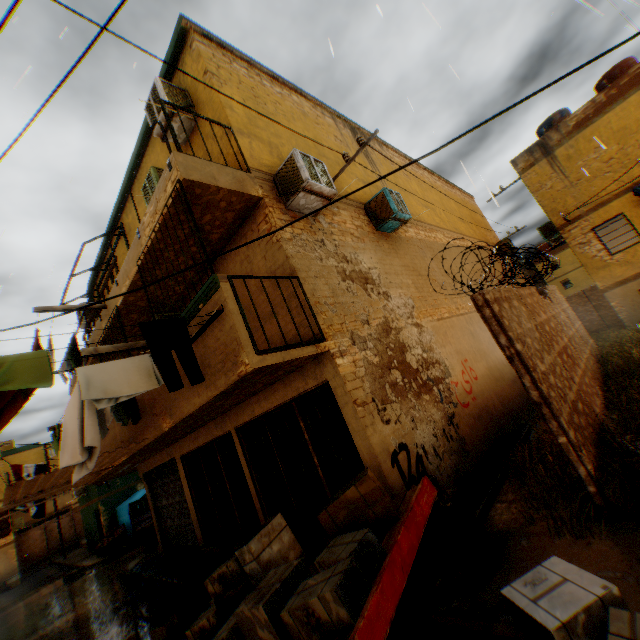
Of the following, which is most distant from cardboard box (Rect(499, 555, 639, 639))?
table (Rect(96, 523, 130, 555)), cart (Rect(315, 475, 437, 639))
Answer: table (Rect(96, 523, 130, 555))

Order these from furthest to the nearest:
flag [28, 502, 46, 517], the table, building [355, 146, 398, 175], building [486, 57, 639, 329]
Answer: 1. the table
2. building [486, 57, 639, 329]
3. flag [28, 502, 46, 517]
4. building [355, 146, 398, 175]

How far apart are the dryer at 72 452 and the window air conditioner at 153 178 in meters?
3.4

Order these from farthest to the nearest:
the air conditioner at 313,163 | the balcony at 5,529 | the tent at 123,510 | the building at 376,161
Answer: the tent at 123,510
the balcony at 5,529
the building at 376,161
the air conditioner at 313,163

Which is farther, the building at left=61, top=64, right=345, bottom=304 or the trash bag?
the building at left=61, top=64, right=345, bottom=304

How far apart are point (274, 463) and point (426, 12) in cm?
821

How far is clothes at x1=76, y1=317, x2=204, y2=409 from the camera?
3.44m

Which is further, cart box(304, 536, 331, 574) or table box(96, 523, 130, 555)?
table box(96, 523, 130, 555)
